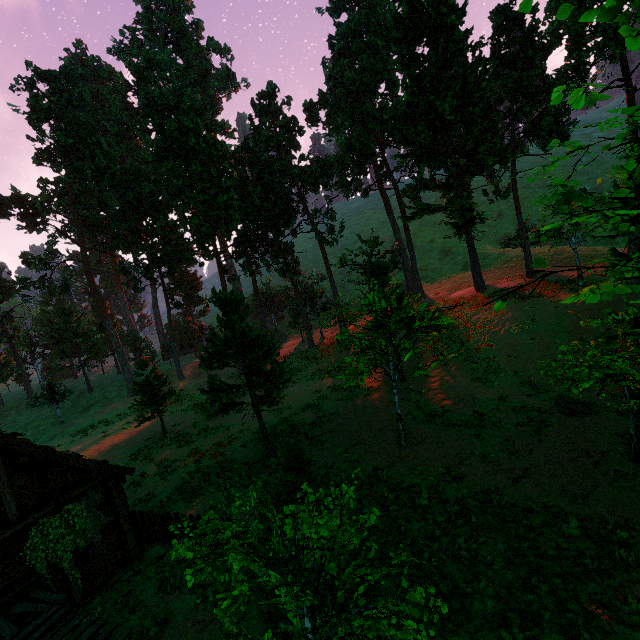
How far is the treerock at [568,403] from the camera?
14.88m

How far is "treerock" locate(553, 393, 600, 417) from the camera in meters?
14.9 m

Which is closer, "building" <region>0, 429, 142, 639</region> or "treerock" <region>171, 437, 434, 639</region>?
"treerock" <region>171, 437, 434, 639</region>

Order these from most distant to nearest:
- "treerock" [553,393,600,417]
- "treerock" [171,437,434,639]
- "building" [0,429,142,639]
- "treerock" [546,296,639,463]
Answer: "treerock" [553,393,600,417] → "treerock" [546,296,639,463] → "building" [0,429,142,639] → "treerock" [171,437,434,639]

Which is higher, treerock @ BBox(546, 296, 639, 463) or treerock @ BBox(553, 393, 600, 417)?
treerock @ BBox(546, 296, 639, 463)

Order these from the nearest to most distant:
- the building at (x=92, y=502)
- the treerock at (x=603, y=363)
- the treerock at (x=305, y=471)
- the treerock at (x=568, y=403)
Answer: the treerock at (x=305, y=471) → the building at (x=92, y=502) → the treerock at (x=603, y=363) → the treerock at (x=568, y=403)

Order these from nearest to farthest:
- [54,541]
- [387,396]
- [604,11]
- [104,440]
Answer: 1. [604,11]
2. [54,541]
3. [387,396]
4. [104,440]
